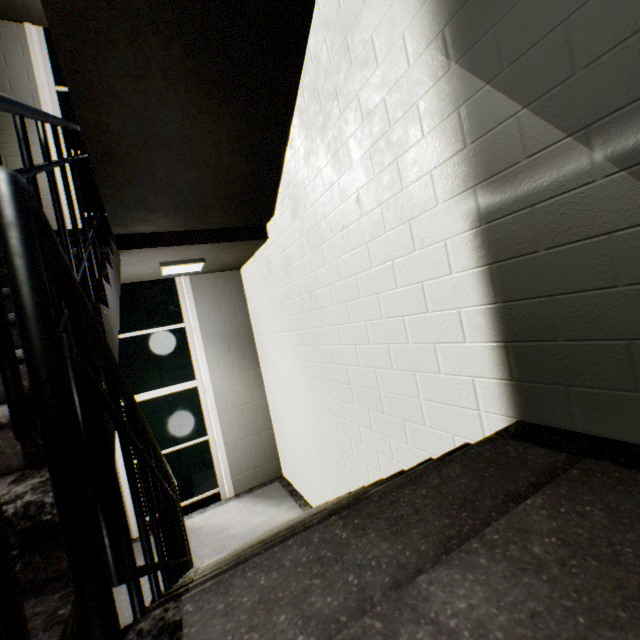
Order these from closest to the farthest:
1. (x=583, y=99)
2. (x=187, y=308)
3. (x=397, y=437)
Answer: (x=583, y=99)
(x=397, y=437)
(x=187, y=308)

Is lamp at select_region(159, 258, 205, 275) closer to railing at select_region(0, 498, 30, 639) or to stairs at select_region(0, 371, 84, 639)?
stairs at select_region(0, 371, 84, 639)

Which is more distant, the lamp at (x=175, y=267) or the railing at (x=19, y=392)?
the lamp at (x=175, y=267)

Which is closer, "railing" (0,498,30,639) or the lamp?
"railing" (0,498,30,639)

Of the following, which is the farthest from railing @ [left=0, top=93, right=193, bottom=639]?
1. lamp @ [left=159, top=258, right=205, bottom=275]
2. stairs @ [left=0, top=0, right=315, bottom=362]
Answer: lamp @ [left=159, top=258, right=205, bottom=275]

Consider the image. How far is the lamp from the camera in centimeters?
378cm

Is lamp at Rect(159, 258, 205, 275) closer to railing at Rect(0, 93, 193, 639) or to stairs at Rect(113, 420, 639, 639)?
stairs at Rect(113, 420, 639, 639)

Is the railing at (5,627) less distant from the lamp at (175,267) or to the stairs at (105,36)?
the stairs at (105,36)
